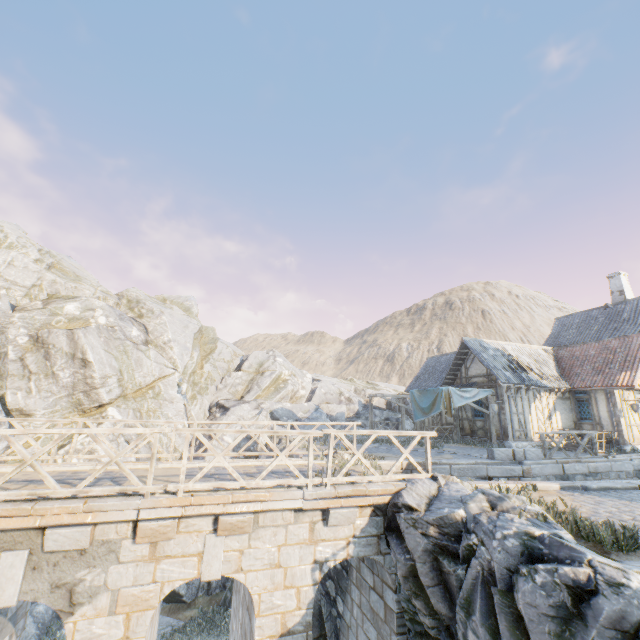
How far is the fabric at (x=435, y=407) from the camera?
17.1 meters

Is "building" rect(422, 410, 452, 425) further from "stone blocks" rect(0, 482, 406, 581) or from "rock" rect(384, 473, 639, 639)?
"stone blocks" rect(0, 482, 406, 581)

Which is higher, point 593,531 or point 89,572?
point 593,531

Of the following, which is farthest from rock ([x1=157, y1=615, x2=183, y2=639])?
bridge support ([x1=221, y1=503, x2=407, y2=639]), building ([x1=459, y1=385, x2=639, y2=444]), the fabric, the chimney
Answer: the chimney

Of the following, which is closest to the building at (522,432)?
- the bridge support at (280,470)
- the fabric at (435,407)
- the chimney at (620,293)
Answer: the fabric at (435,407)

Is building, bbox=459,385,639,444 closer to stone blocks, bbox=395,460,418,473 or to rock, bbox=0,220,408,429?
stone blocks, bbox=395,460,418,473

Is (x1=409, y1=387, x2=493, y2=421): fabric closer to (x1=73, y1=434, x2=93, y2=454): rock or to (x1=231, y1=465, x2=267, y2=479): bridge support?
(x1=73, y1=434, x2=93, y2=454): rock
